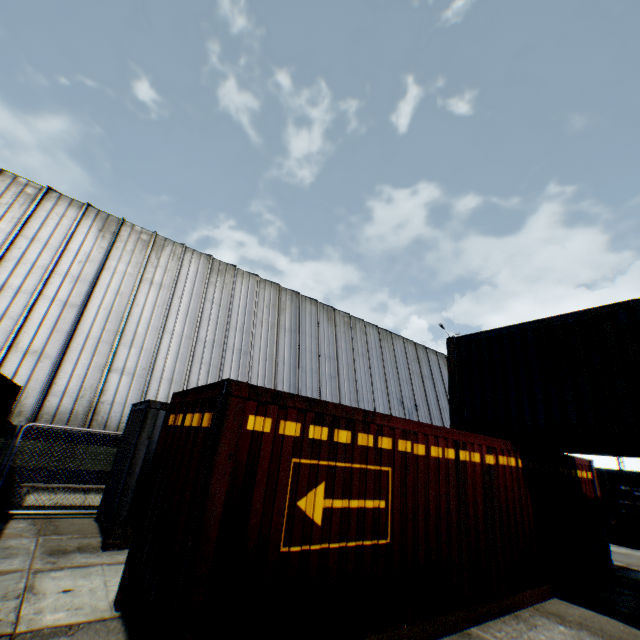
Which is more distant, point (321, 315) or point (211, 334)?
point (321, 315)

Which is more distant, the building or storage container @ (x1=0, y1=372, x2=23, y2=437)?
the building

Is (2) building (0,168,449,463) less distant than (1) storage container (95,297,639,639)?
No

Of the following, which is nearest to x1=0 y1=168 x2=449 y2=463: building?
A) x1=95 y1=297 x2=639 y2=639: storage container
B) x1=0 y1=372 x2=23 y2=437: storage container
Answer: x1=0 y1=372 x2=23 y2=437: storage container

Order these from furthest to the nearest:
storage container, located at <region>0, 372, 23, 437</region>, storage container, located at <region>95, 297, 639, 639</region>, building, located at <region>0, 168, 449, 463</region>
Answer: building, located at <region>0, 168, 449, 463</region>
storage container, located at <region>0, 372, 23, 437</region>
storage container, located at <region>95, 297, 639, 639</region>

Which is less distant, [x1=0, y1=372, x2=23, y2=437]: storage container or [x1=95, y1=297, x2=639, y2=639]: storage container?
[x1=95, y1=297, x2=639, y2=639]: storage container

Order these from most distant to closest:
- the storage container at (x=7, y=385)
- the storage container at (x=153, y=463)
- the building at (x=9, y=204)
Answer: the building at (x=9, y=204) < the storage container at (x=7, y=385) < the storage container at (x=153, y=463)

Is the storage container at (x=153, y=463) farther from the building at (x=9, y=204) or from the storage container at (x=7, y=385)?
the building at (x=9, y=204)
